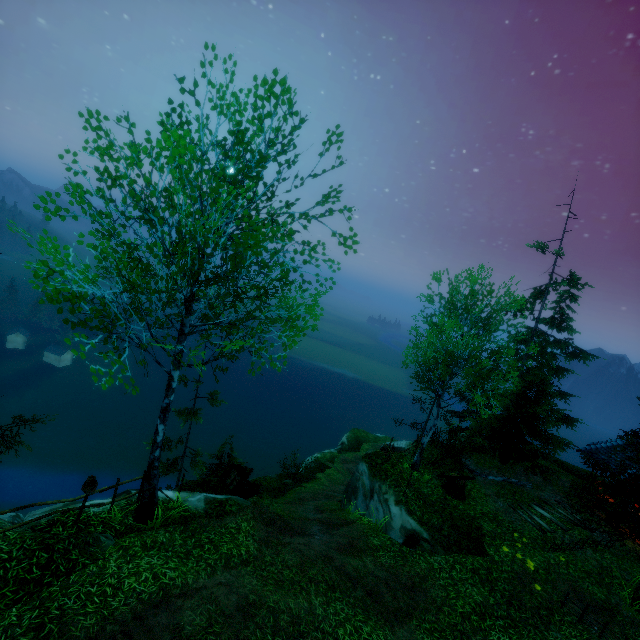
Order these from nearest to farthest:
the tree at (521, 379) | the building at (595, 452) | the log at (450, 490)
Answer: the tree at (521, 379)
the log at (450, 490)
the building at (595, 452)

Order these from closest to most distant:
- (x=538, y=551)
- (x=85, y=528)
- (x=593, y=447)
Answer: (x=85, y=528) < (x=538, y=551) < (x=593, y=447)

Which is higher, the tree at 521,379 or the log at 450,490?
the tree at 521,379

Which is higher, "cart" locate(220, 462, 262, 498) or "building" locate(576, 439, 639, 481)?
"building" locate(576, 439, 639, 481)

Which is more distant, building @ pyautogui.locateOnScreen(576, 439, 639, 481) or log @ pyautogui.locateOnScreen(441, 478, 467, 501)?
building @ pyautogui.locateOnScreen(576, 439, 639, 481)

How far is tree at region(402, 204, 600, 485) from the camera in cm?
1425

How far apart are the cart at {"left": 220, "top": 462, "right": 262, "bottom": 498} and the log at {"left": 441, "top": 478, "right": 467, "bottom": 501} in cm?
879

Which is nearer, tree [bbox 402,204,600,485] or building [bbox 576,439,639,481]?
tree [bbox 402,204,600,485]
